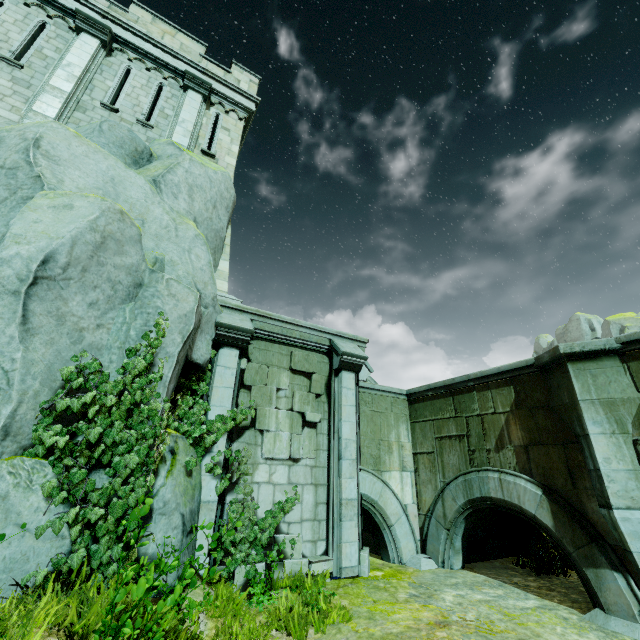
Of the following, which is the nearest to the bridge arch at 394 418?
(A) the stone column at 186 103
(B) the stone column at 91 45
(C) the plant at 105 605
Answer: (C) the plant at 105 605

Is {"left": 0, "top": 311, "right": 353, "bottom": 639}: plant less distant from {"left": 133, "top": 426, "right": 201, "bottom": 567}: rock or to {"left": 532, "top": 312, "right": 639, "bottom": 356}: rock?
{"left": 133, "top": 426, "right": 201, "bottom": 567}: rock

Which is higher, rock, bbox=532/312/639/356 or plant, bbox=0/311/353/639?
rock, bbox=532/312/639/356

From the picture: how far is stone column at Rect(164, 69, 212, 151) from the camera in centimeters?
1022cm

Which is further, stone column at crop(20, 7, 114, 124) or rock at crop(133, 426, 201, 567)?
stone column at crop(20, 7, 114, 124)

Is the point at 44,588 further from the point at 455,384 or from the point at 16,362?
the point at 455,384

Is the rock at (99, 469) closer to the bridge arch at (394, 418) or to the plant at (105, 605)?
the plant at (105, 605)

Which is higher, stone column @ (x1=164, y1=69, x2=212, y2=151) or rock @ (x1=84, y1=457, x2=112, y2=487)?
stone column @ (x1=164, y1=69, x2=212, y2=151)
